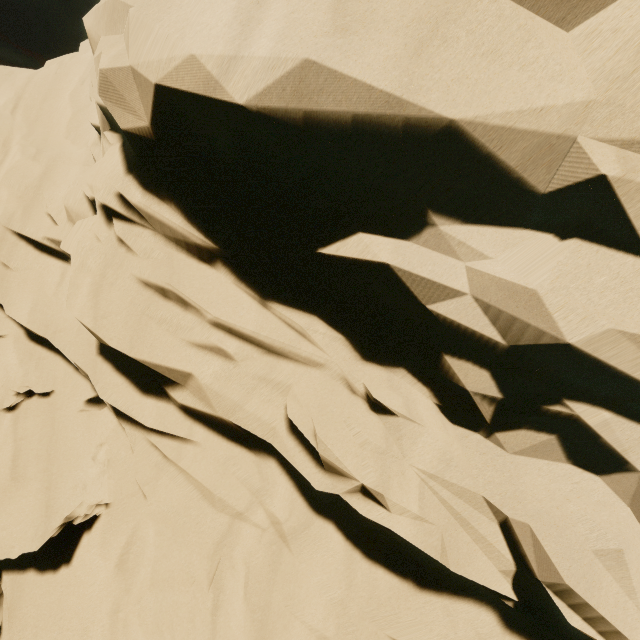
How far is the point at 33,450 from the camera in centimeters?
756cm
